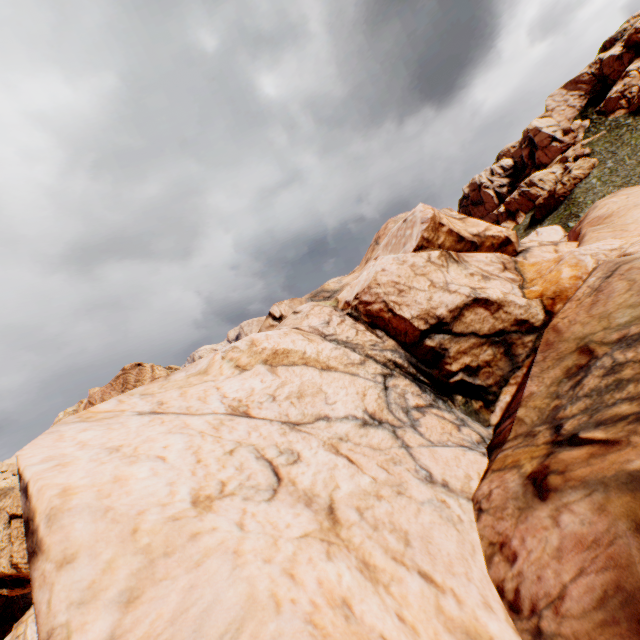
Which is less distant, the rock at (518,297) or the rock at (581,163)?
the rock at (518,297)

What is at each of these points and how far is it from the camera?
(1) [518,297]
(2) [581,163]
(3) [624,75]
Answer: (1) rock, 13.7 meters
(2) rock, 56.3 meters
(3) rock, 57.2 meters

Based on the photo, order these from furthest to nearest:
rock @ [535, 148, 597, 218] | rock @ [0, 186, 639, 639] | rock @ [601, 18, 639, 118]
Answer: rock @ [601, 18, 639, 118] → rock @ [535, 148, 597, 218] → rock @ [0, 186, 639, 639]

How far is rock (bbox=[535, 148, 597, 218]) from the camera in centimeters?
5394cm

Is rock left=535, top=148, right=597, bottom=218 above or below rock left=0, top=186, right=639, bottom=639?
above

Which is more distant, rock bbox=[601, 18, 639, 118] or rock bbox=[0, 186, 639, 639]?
rock bbox=[601, 18, 639, 118]

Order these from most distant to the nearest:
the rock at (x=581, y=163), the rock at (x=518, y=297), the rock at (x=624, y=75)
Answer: the rock at (x=624, y=75) → the rock at (x=581, y=163) → the rock at (x=518, y=297)
